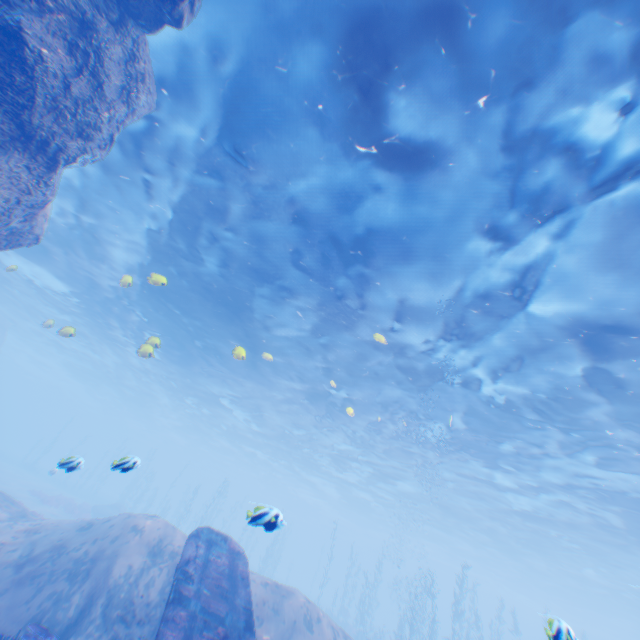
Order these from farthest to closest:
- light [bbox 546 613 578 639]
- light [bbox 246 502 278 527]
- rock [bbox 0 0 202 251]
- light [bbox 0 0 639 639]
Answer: light [bbox 0 0 639 639]
rock [bbox 0 0 202 251]
light [bbox 246 502 278 527]
light [bbox 546 613 578 639]

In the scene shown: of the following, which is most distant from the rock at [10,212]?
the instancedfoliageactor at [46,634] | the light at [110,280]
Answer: the instancedfoliageactor at [46,634]

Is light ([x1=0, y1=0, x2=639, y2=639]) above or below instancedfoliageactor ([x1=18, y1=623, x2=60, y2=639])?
above

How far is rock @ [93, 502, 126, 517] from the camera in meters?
29.6 m

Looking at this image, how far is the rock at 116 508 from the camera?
29.6m

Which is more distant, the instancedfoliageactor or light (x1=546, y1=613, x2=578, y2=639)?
the instancedfoliageactor

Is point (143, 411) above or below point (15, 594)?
above

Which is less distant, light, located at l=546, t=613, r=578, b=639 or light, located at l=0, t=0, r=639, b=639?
light, located at l=546, t=613, r=578, b=639
